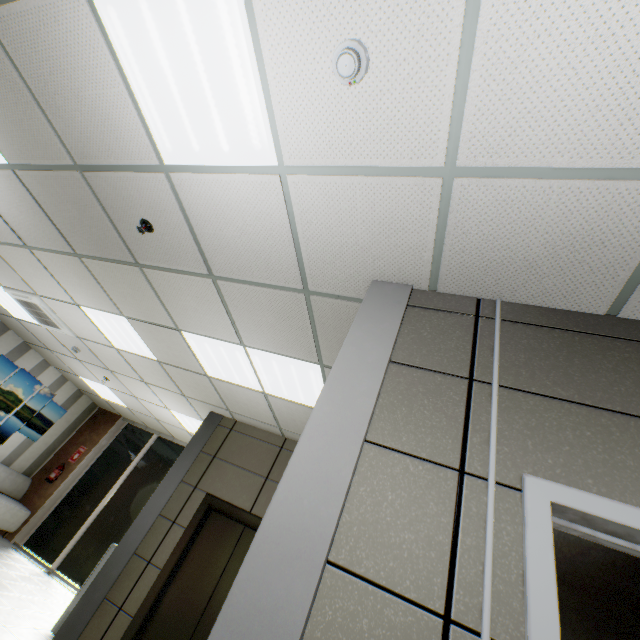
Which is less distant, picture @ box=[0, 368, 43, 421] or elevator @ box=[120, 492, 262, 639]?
elevator @ box=[120, 492, 262, 639]

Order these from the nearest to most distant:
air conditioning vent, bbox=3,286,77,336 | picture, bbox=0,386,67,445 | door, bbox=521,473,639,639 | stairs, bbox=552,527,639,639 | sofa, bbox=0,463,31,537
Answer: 1. door, bbox=521,473,639,639
2. stairs, bbox=552,527,639,639
3. air conditioning vent, bbox=3,286,77,336
4. sofa, bbox=0,463,31,537
5. picture, bbox=0,386,67,445

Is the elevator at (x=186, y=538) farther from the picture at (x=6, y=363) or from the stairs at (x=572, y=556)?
the picture at (x=6, y=363)

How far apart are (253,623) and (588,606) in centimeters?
389cm

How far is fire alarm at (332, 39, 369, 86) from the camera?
1.43m

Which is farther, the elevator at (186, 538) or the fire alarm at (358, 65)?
the elevator at (186, 538)

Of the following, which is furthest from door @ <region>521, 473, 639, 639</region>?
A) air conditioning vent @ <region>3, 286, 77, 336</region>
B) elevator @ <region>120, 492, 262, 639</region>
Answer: air conditioning vent @ <region>3, 286, 77, 336</region>

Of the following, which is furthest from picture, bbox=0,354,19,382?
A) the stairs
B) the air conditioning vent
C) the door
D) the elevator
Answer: the door
